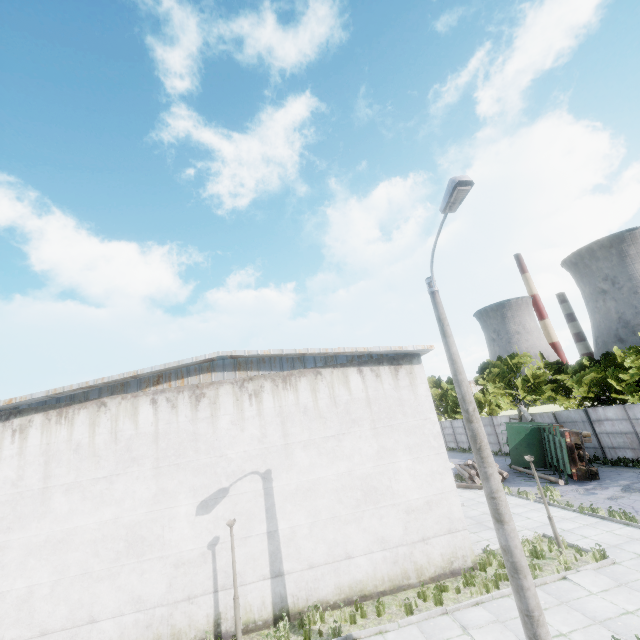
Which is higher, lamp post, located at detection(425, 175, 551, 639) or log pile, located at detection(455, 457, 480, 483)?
lamp post, located at detection(425, 175, 551, 639)

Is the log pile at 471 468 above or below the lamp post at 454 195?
below

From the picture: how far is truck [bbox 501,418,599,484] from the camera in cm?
1924

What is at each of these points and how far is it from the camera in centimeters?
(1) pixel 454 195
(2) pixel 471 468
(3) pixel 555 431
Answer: (1) lamp post, 709cm
(2) log pile, 2559cm
(3) truck, 2186cm

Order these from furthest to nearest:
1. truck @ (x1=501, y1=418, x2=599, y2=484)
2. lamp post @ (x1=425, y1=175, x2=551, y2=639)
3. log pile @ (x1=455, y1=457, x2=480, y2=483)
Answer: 1. log pile @ (x1=455, y1=457, x2=480, y2=483)
2. truck @ (x1=501, y1=418, x2=599, y2=484)
3. lamp post @ (x1=425, y1=175, x2=551, y2=639)

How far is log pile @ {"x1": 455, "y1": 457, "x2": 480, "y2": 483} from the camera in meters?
22.4 m

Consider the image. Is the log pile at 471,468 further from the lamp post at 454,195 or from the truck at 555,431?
the lamp post at 454,195

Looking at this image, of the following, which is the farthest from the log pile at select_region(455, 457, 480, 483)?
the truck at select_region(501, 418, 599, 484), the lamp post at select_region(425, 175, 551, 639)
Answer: the lamp post at select_region(425, 175, 551, 639)
